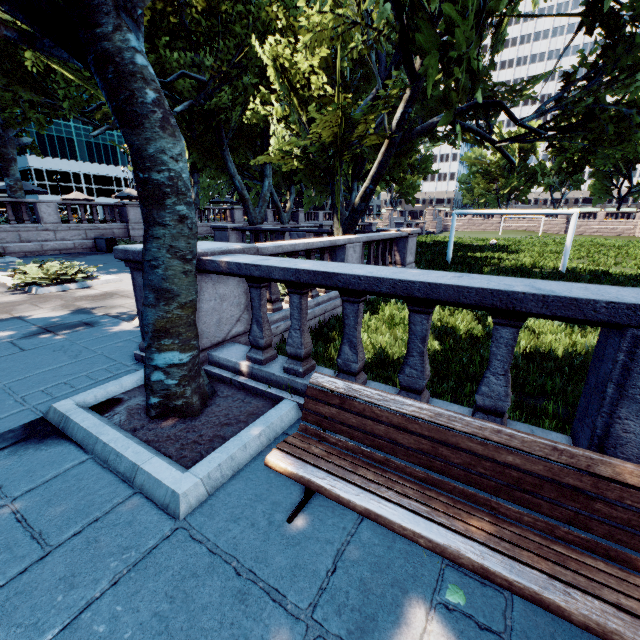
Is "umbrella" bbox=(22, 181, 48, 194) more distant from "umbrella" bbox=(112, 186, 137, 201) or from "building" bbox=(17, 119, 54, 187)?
"building" bbox=(17, 119, 54, 187)

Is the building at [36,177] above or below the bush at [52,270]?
above

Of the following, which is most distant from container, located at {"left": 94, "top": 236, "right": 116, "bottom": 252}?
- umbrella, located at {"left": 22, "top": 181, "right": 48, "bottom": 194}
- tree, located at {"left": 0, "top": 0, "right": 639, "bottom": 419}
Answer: umbrella, located at {"left": 22, "top": 181, "right": 48, "bottom": 194}

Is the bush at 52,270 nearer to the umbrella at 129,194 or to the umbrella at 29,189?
the umbrella at 29,189

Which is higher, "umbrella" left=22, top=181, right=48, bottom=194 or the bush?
"umbrella" left=22, top=181, right=48, bottom=194

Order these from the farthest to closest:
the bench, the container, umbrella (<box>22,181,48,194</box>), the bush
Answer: umbrella (<box>22,181,48,194</box>)
the container
the bush
the bench

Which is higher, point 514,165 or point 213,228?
point 514,165

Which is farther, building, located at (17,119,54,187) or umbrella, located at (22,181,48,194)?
building, located at (17,119,54,187)
